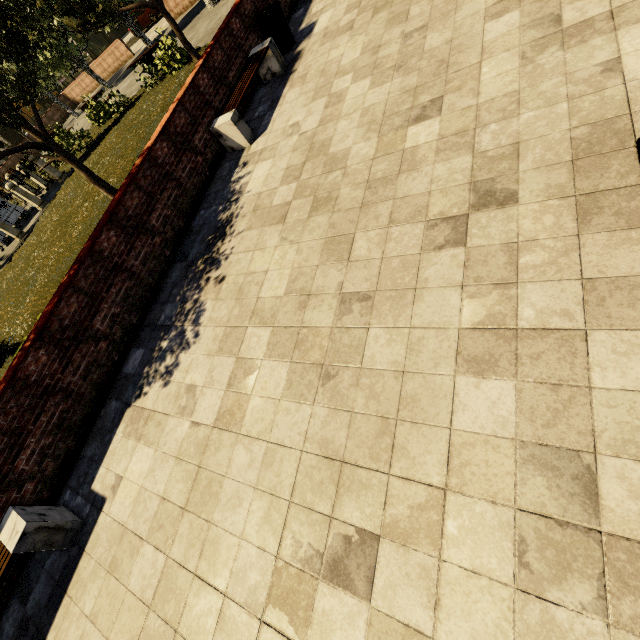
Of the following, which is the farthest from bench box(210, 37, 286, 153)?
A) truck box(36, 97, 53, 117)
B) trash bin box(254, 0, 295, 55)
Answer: truck box(36, 97, 53, 117)

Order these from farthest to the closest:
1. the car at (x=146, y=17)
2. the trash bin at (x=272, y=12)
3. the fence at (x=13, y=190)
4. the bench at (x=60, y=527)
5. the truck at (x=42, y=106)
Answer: the truck at (x=42, y=106) → the car at (x=146, y=17) → the fence at (x=13, y=190) → the trash bin at (x=272, y=12) → the bench at (x=60, y=527)

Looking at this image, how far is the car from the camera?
26.4 meters

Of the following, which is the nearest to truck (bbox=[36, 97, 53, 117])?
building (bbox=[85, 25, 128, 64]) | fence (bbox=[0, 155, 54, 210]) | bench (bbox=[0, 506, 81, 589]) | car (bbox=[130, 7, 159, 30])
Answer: building (bbox=[85, 25, 128, 64])

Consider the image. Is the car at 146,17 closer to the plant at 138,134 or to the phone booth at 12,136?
the phone booth at 12,136

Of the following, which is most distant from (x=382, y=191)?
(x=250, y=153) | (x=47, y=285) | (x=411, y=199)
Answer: (x=47, y=285)

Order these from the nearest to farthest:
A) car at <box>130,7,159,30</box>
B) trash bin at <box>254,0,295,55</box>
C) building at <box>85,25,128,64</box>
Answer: trash bin at <box>254,0,295,55</box> < car at <box>130,7,159,30</box> < building at <box>85,25,128,64</box>

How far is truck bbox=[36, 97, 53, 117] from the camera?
38.0m
